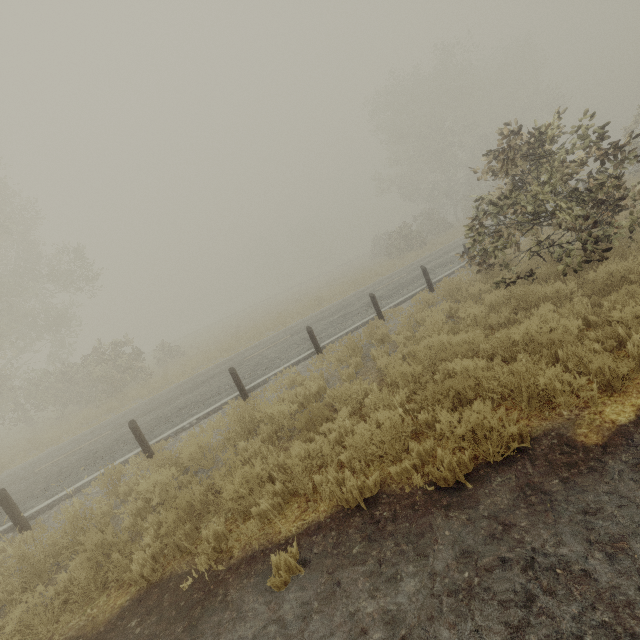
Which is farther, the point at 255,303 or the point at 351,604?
the point at 255,303
